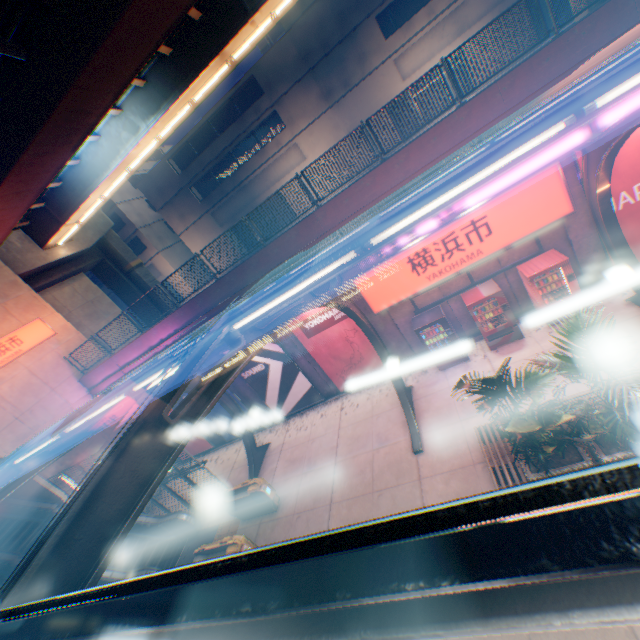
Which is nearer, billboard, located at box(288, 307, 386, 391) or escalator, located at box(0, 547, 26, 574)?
escalator, located at box(0, 547, 26, 574)

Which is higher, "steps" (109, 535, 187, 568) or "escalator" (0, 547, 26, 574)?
"escalator" (0, 547, 26, 574)

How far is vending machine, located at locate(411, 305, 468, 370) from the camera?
10.9 meters

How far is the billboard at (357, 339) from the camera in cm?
1244

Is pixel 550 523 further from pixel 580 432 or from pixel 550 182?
pixel 550 182

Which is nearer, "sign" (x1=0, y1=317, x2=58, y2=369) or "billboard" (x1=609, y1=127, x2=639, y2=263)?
"billboard" (x1=609, y1=127, x2=639, y2=263)

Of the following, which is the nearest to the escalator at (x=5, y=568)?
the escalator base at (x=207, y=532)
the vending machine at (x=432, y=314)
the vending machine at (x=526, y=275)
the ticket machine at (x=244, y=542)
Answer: the escalator base at (x=207, y=532)

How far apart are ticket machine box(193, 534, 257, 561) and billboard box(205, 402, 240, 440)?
5.9m
